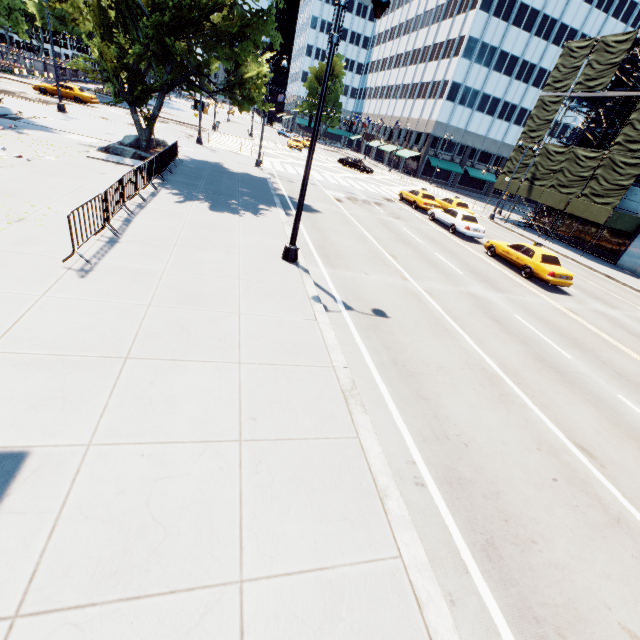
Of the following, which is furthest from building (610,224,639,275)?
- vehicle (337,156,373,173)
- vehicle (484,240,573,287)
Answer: vehicle (337,156,373,173)

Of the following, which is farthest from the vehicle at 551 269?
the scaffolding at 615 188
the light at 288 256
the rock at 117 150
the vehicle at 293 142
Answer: the vehicle at 293 142

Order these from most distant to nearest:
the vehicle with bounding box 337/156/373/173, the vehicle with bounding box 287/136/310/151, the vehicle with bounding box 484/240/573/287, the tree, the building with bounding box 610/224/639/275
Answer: the vehicle with bounding box 287/136/310/151, the vehicle with bounding box 337/156/373/173, the building with bounding box 610/224/639/275, the vehicle with bounding box 484/240/573/287, the tree

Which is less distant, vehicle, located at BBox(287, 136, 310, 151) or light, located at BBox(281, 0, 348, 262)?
light, located at BBox(281, 0, 348, 262)

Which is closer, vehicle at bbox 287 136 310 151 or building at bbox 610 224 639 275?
building at bbox 610 224 639 275

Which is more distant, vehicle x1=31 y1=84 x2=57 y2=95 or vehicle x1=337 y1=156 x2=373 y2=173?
vehicle x1=337 y1=156 x2=373 y2=173

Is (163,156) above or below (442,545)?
above

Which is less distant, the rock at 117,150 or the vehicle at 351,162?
the rock at 117,150
